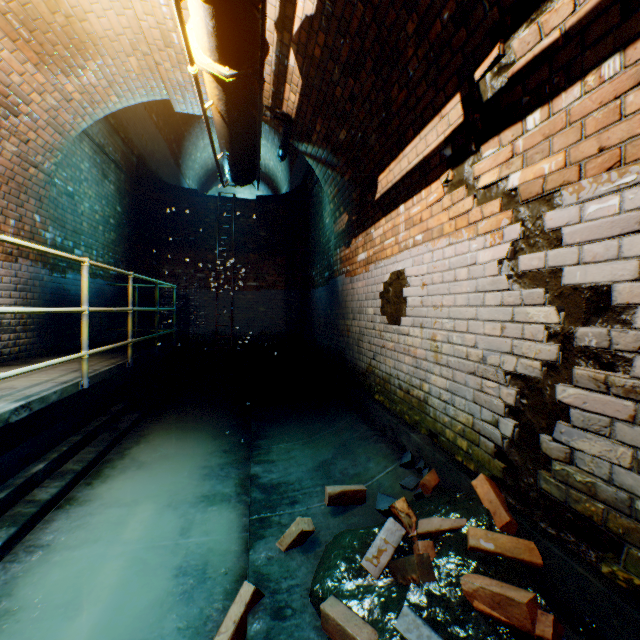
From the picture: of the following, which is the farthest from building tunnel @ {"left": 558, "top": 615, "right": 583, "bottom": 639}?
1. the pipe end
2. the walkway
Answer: the pipe end

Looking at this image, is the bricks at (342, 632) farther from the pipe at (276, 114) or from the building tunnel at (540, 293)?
the pipe at (276, 114)

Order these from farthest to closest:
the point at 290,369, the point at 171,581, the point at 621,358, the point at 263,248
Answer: the point at 263,248
the point at 290,369
the point at 171,581
the point at 621,358

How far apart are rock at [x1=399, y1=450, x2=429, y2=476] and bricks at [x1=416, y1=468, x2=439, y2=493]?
0.0 meters

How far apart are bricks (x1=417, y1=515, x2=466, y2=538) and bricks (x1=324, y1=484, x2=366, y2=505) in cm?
45

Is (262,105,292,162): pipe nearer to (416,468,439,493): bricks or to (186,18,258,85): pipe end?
(186,18,258,85): pipe end

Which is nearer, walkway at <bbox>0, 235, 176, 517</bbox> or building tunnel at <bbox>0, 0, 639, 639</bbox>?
building tunnel at <bbox>0, 0, 639, 639</bbox>

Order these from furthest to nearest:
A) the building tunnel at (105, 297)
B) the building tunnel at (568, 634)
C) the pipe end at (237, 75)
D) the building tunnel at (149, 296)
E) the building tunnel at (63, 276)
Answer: the building tunnel at (149, 296) < the building tunnel at (105, 297) < the building tunnel at (63, 276) < the pipe end at (237, 75) < the building tunnel at (568, 634)
